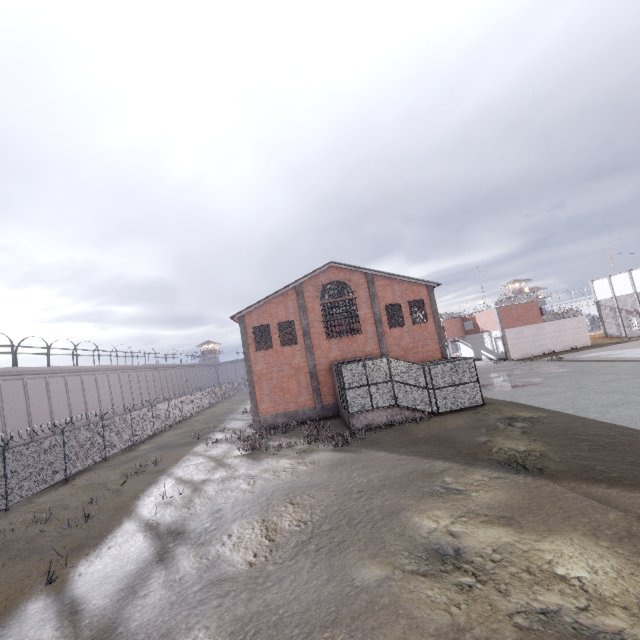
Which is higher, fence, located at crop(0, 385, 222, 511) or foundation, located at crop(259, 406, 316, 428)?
fence, located at crop(0, 385, 222, 511)

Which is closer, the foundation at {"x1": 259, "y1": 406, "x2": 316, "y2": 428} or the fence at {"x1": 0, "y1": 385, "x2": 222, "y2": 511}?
the fence at {"x1": 0, "y1": 385, "x2": 222, "y2": 511}

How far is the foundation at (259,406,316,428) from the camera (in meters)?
24.80

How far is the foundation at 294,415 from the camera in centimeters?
2480cm

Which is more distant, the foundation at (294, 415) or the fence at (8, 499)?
the foundation at (294, 415)

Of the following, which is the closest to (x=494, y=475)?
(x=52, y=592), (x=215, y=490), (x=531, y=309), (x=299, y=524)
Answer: (x=299, y=524)
